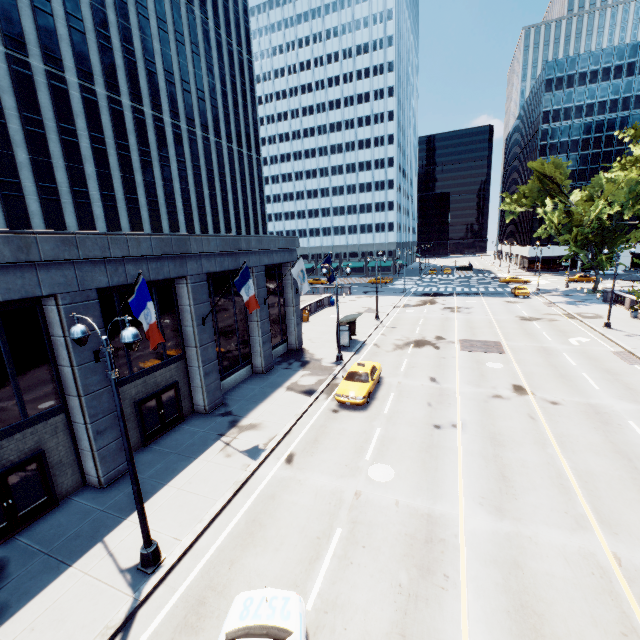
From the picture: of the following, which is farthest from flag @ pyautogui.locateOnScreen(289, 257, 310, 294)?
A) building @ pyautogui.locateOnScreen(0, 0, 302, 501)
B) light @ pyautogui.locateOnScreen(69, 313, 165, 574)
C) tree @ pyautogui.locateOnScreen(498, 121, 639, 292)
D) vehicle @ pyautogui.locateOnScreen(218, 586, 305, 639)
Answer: tree @ pyautogui.locateOnScreen(498, 121, 639, 292)

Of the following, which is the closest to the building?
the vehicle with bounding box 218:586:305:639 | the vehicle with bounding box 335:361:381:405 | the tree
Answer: the vehicle with bounding box 335:361:381:405

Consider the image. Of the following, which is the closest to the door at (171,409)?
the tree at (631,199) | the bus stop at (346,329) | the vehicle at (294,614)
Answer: the vehicle at (294,614)

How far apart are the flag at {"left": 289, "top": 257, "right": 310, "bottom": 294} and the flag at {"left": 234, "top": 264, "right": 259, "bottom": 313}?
5.98m

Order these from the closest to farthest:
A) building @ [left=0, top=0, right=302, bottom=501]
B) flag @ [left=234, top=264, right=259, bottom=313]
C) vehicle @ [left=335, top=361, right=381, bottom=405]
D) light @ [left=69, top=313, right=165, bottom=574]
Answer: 1. light @ [left=69, top=313, right=165, bottom=574]
2. building @ [left=0, top=0, right=302, bottom=501]
3. flag @ [left=234, top=264, right=259, bottom=313]
4. vehicle @ [left=335, top=361, right=381, bottom=405]

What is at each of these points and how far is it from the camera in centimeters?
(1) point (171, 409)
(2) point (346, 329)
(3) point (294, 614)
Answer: (1) door, 1675cm
(2) bus stop, 2794cm
(3) vehicle, 720cm

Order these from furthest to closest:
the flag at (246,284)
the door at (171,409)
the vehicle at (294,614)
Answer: the flag at (246,284) < the door at (171,409) < the vehicle at (294,614)

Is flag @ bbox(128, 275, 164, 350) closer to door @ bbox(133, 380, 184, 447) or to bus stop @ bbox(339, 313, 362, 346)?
door @ bbox(133, 380, 184, 447)
